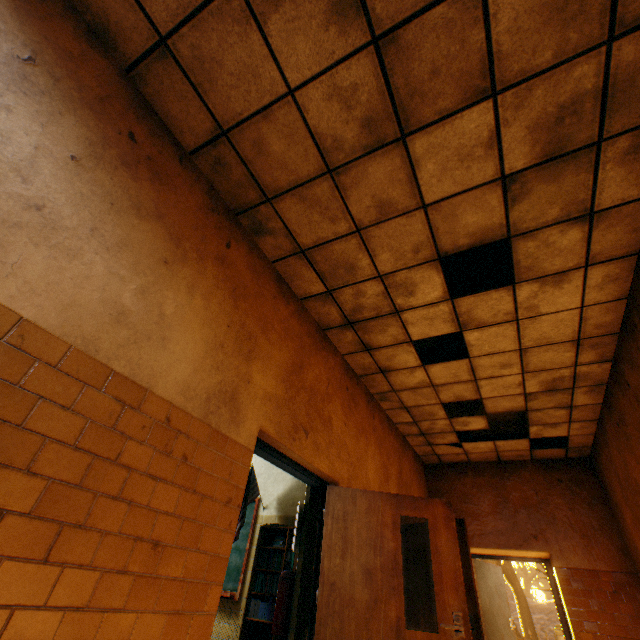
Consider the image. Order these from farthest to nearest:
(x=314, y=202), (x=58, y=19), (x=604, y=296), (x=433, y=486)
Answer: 1. (x=433, y=486)
2. (x=604, y=296)
3. (x=314, y=202)
4. (x=58, y=19)

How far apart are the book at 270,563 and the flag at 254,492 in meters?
0.4

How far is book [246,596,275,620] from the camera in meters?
4.0

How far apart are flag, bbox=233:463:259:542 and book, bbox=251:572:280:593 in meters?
0.4 m

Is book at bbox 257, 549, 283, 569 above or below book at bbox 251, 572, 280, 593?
above

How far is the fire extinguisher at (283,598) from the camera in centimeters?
332cm

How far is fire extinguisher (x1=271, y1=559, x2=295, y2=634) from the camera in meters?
3.3
